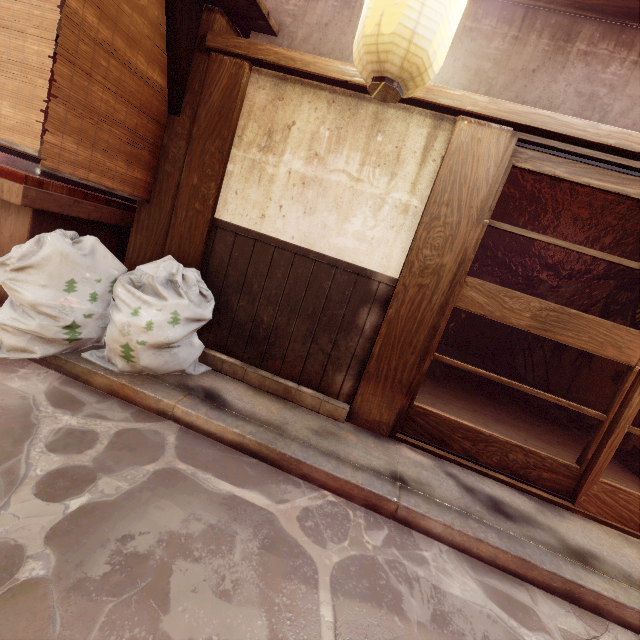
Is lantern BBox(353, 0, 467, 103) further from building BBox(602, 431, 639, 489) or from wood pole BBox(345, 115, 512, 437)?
building BBox(602, 431, 639, 489)

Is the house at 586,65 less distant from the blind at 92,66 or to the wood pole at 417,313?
the wood pole at 417,313

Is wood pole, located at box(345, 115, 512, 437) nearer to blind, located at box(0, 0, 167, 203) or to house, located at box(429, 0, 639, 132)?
house, located at box(429, 0, 639, 132)

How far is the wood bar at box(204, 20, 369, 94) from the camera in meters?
4.9 m

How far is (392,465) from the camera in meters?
4.8

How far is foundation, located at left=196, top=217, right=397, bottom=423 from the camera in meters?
5.5 m

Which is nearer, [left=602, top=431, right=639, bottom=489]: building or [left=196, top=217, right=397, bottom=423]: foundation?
[left=196, top=217, right=397, bottom=423]: foundation

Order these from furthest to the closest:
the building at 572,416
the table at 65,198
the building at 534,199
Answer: the building at 572,416
the building at 534,199
the table at 65,198
